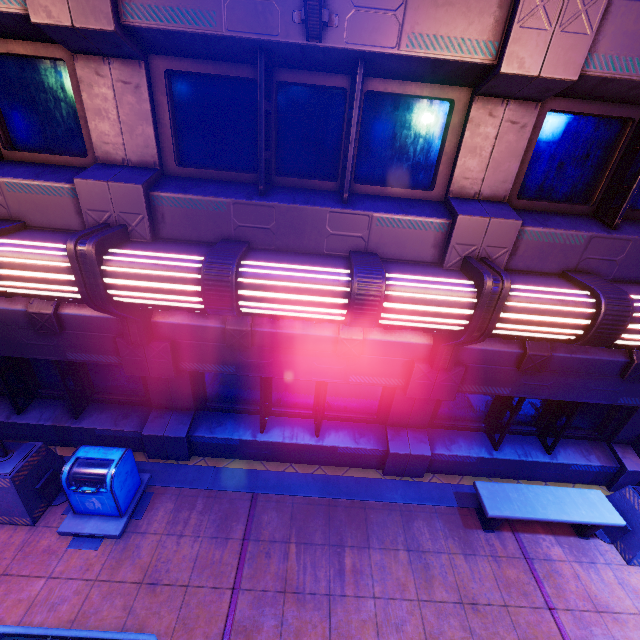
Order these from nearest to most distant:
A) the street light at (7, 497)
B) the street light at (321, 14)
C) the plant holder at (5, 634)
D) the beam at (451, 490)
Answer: the street light at (321, 14) → the plant holder at (5, 634) → the street light at (7, 497) → the beam at (451, 490)

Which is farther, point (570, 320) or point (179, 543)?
point (179, 543)

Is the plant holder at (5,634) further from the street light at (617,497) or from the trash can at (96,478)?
the street light at (617,497)

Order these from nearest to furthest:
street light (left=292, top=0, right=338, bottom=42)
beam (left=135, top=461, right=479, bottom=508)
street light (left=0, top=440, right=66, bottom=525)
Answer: street light (left=292, top=0, right=338, bottom=42), street light (left=0, top=440, right=66, bottom=525), beam (left=135, top=461, right=479, bottom=508)

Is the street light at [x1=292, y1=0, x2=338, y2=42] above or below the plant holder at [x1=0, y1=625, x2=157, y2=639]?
above

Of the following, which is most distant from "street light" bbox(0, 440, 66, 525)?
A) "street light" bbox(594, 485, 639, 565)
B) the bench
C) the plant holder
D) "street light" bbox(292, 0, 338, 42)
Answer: "street light" bbox(594, 485, 639, 565)

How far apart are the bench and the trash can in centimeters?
610cm

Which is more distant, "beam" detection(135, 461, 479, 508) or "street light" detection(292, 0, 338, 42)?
"beam" detection(135, 461, 479, 508)
